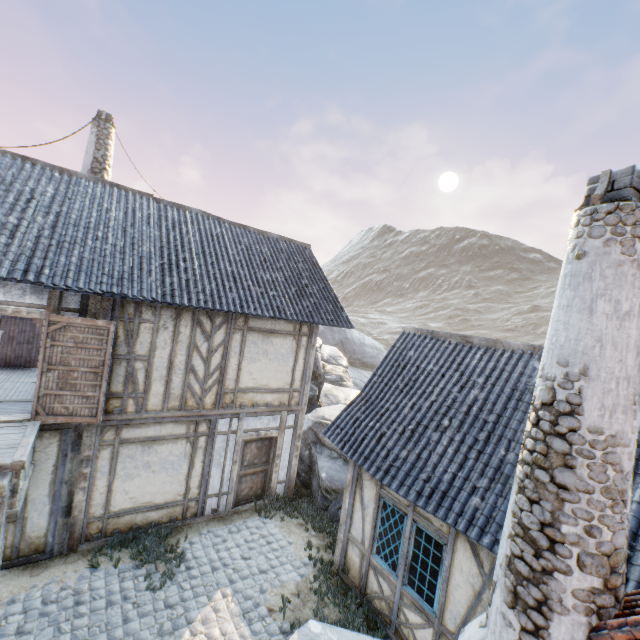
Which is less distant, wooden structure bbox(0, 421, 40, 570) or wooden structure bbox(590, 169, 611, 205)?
wooden structure bbox(590, 169, 611, 205)

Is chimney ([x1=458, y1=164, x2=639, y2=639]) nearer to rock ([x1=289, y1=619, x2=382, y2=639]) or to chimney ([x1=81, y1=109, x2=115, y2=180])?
rock ([x1=289, y1=619, x2=382, y2=639])

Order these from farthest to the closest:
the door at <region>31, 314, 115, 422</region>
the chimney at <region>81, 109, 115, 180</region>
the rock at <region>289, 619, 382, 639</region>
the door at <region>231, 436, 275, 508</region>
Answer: the chimney at <region>81, 109, 115, 180</region> < the door at <region>231, 436, 275, 508</region> < the door at <region>31, 314, 115, 422</region> < the rock at <region>289, 619, 382, 639</region>

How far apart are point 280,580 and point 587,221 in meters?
8.8 m

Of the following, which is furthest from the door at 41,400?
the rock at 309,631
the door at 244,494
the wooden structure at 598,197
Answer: the wooden structure at 598,197

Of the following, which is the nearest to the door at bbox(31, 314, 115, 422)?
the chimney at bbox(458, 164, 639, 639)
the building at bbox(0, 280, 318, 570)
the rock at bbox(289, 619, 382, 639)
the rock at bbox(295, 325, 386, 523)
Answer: the building at bbox(0, 280, 318, 570)

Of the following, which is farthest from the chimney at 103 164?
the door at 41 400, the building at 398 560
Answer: the building at 398 560

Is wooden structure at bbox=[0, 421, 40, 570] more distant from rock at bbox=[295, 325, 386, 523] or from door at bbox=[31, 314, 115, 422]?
rock at bbox=[295, 325, 386, 523]
